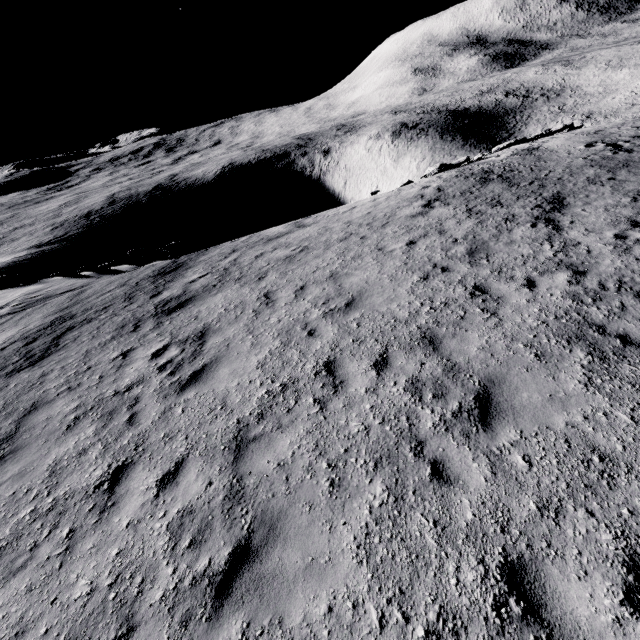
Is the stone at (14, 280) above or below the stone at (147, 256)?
above

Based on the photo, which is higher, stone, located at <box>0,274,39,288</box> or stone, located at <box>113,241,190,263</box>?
stone, located at <box>0,274,39,288</box>

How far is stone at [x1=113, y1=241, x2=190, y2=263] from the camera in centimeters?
1781cm

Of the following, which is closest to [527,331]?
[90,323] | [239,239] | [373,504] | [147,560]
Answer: [373,504]

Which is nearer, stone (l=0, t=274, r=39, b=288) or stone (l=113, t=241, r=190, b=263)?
stone (l=113, t=241, r=190, b=263)

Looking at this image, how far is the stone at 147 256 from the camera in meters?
17.8 m
